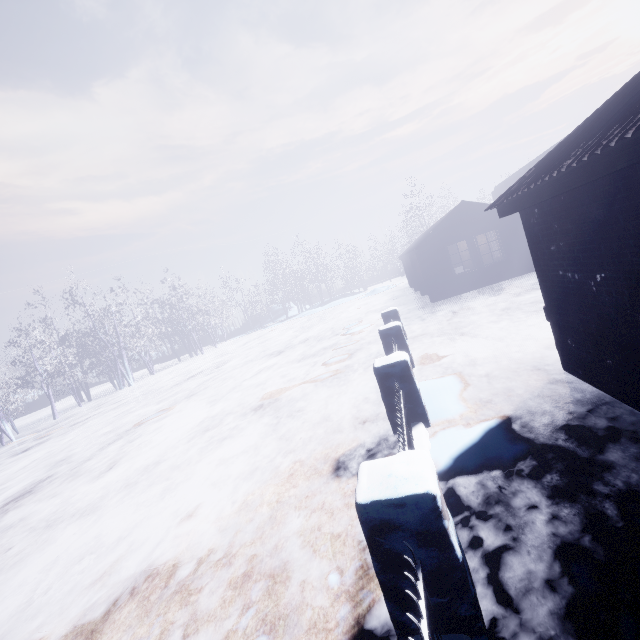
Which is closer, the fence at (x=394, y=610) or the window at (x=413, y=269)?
the fence at (x=394, y=610)

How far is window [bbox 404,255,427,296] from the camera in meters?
16.3

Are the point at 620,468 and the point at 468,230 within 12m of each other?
yes

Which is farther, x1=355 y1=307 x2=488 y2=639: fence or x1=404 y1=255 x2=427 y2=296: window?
x1=404 y1=255 x2=427 y2=296: window

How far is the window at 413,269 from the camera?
16.3 meters
